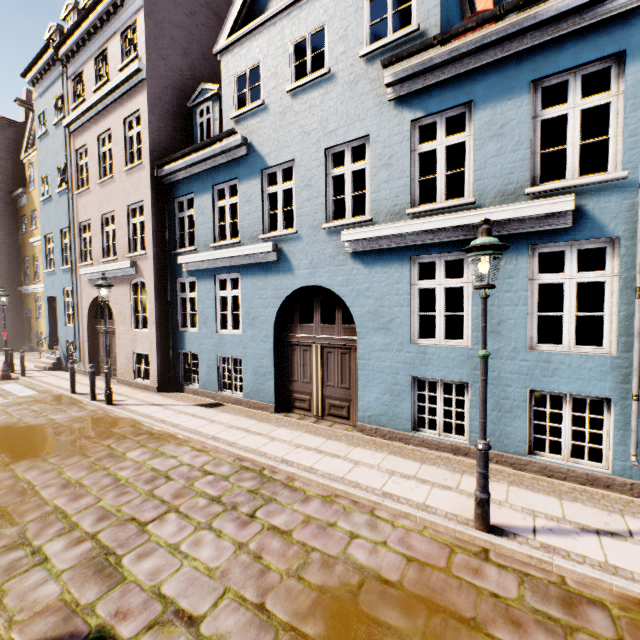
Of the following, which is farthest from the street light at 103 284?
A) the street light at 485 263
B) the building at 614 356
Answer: the street light at 485 263

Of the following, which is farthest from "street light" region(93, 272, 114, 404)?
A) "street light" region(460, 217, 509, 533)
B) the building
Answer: "street light" region(460, 217, 509, 533)

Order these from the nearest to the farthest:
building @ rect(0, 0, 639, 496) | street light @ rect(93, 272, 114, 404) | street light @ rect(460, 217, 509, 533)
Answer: street light @ rect(460, 217, 509, 533) → building @ rect(0, 0, 639, 496) → street light @ rect(93, 272, 114, 404)

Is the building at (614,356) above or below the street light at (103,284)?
below

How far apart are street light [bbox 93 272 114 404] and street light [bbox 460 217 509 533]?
9.5m

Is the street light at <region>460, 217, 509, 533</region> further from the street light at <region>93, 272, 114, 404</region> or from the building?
the street light at <region>93, 272, 114, 404</region>

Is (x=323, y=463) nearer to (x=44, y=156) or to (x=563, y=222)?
(x=563, y=222)
